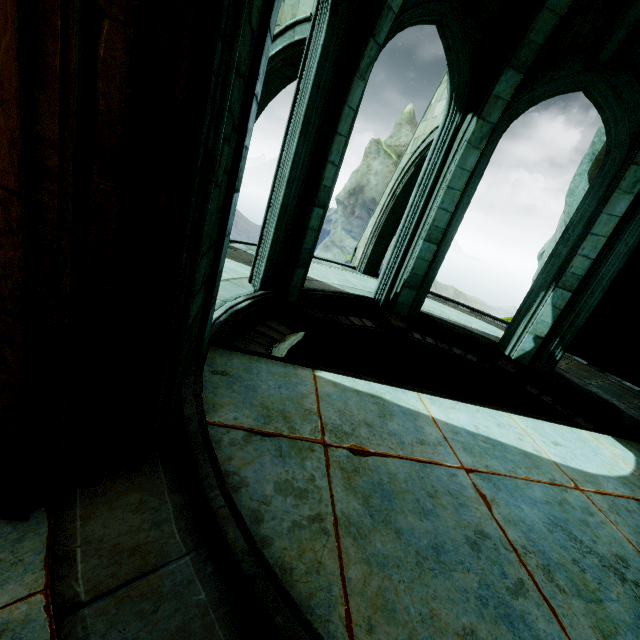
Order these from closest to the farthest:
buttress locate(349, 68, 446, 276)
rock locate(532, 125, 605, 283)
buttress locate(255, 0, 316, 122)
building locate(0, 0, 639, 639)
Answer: building locate(0, 0, 639, 639), buttress locate(255, 0, 316, 122), buttress locate(349, 68, 446, 276), rock locate(532, 125, 605, 283)

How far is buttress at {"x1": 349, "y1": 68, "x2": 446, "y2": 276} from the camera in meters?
8.6 m

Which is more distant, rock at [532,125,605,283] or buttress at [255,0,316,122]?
rock at [532,125,605,283]

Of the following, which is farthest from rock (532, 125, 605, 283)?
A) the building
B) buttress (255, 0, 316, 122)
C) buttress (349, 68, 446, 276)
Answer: buttress (255, 0, 316, 122)

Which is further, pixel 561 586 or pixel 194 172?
pixel 561 586

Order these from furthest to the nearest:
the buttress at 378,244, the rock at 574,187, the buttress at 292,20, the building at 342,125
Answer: the rock at 574,187, the buttress at 378,244, the buttress at 292,20, the building at 342,125

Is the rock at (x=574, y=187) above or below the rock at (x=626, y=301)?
above
